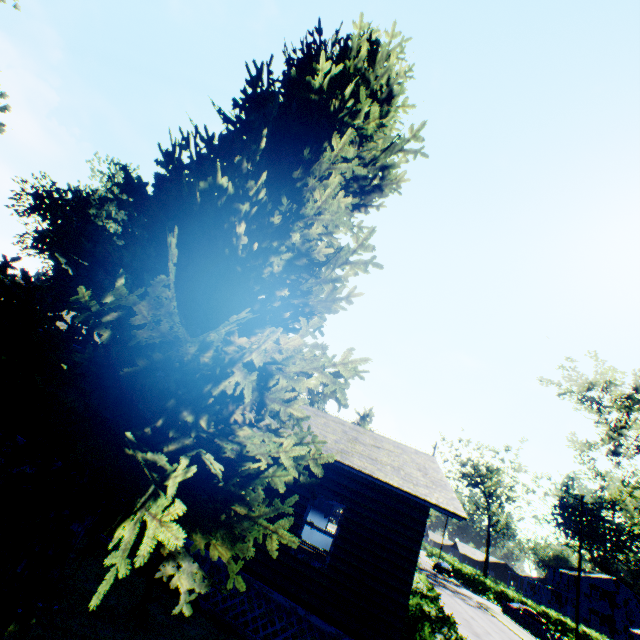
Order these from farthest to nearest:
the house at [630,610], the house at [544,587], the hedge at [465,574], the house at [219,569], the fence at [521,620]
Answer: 1. the house at [544,587]
2. the house at [630,610]
3. the hedge at [465,574]
4. the fence at [521,620]
5. the house at [219,569]

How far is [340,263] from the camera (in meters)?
8.29

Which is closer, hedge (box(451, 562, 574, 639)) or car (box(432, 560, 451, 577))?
hedge (box(451, 562, 574, 639))

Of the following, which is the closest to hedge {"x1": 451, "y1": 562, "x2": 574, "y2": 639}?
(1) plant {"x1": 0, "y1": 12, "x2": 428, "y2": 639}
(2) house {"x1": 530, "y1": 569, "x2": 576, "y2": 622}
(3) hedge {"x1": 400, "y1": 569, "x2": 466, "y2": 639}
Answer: (2) house {"x1": 530, "y1": 569, "x2": 576, "y2": 622}

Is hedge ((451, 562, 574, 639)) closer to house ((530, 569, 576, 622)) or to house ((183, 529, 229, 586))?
house ((530, 569, 576, 622))

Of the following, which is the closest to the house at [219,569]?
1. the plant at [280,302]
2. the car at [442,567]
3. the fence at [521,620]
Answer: the plant at [280,302]

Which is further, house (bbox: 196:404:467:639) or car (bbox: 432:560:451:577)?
car (bbox: 432:560:451:577)

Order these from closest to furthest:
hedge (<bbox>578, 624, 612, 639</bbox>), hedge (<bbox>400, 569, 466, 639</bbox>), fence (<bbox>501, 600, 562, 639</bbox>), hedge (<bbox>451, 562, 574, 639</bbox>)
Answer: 1. hedge (<bbox>400, 569, 466, 639</bbox>)
2. fence (<bbox>501, 600, 562, 639</bbox>)
3. hedge (<bbox>578, 624, 612, 639</bbox>)
4. hedge (<bbox>451, 562, 574, 639</bbox>)
